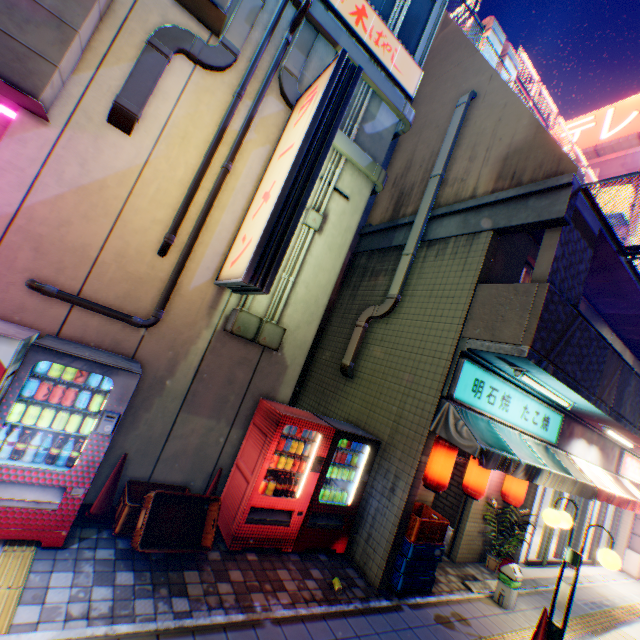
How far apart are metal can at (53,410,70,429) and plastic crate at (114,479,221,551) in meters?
1.1

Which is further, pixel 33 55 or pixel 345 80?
pixel 345 80

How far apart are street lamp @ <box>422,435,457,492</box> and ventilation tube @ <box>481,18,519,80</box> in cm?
1677

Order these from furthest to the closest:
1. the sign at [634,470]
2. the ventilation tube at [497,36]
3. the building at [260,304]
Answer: Result:
1. the ventilation tube at [497,36]
2. the sign at [634,470]
3. the building at [260,304]

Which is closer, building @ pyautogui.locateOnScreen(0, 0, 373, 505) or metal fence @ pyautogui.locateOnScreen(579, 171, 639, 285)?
building @ pyautogui.locateOnScreen(0, 0, 373, 505)

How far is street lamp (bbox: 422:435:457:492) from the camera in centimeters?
568cm

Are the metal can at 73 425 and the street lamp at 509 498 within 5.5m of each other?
no

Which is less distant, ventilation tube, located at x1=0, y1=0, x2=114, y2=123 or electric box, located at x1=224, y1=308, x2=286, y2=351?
ventilation tube, located at x1=0, y1=0, x2=114, y2=123
